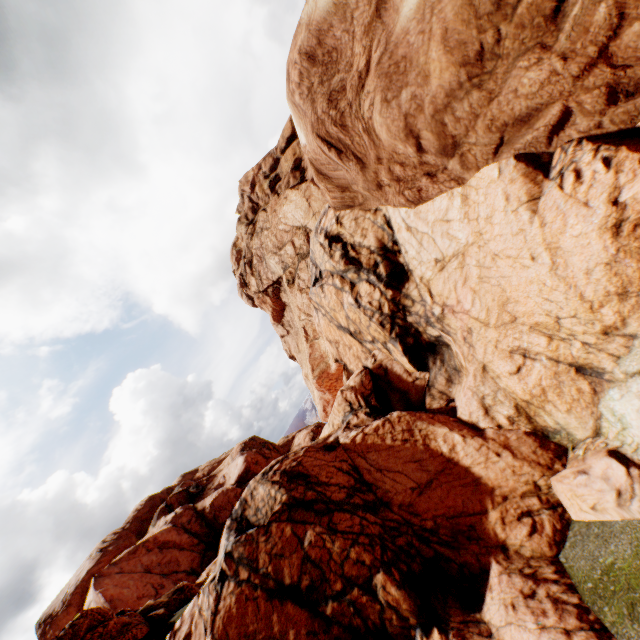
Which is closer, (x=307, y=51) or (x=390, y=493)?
(x=390, y=493)
